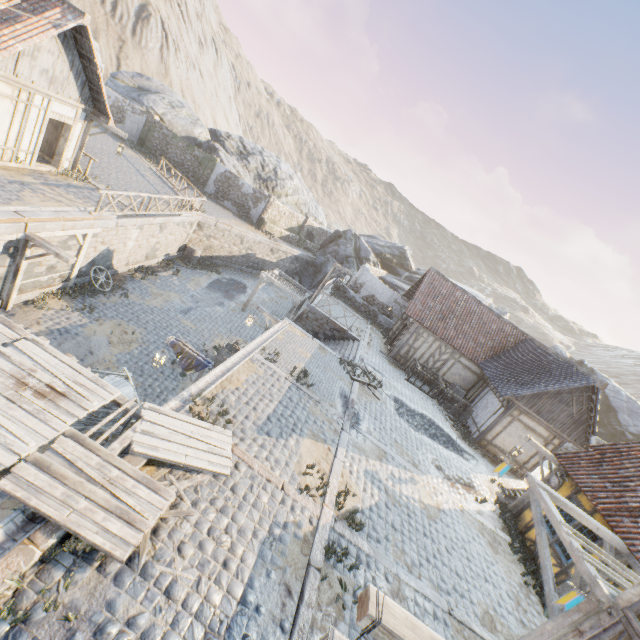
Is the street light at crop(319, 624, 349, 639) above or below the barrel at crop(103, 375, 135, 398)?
above

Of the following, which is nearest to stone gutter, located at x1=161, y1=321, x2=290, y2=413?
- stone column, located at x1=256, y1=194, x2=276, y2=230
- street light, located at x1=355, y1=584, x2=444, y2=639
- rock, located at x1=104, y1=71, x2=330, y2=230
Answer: street light, located at x1=355, y1=584, x2=444, y2=639

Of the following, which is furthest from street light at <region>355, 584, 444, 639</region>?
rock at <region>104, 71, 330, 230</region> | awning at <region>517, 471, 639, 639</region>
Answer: rock at <region>104, 71, 330, 230</region>

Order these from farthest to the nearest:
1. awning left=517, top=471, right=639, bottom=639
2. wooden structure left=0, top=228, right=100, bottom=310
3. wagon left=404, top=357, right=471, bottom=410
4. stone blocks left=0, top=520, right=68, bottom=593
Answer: wagon left=404, top=357, right=471, bottom=410
wooden structure left=0, top=228, right=100, bottom=310
awning left=517, top=471, right=639, bottom=639
stone blocks left=0, top=520, right=68, bottom=593

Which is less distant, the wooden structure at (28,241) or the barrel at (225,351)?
the wooden structure at (28,241)

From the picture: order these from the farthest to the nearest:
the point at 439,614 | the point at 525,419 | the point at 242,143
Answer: the point at 242,143 → the point at 525,419 → the point at 439,614

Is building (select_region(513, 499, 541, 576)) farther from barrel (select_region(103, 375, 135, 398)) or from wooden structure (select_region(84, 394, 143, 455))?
barrel (select_region(103, 375, 135, 398))

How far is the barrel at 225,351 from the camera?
14.6 meters
